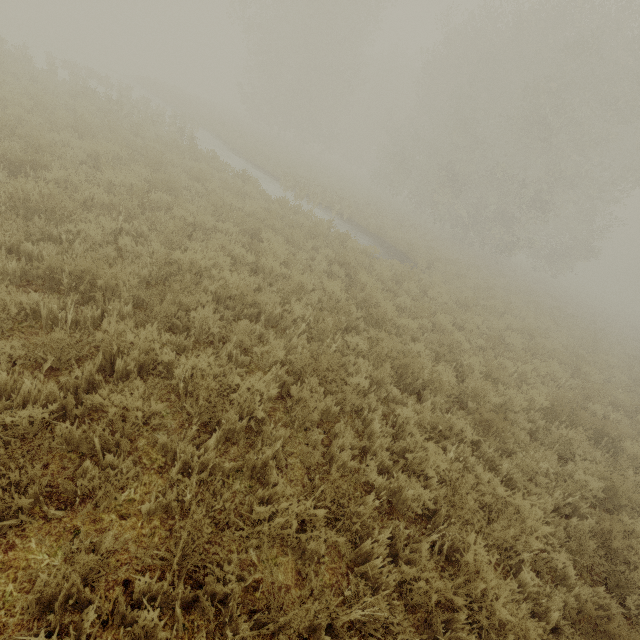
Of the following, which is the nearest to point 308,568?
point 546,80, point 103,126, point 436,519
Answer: point 436,519
